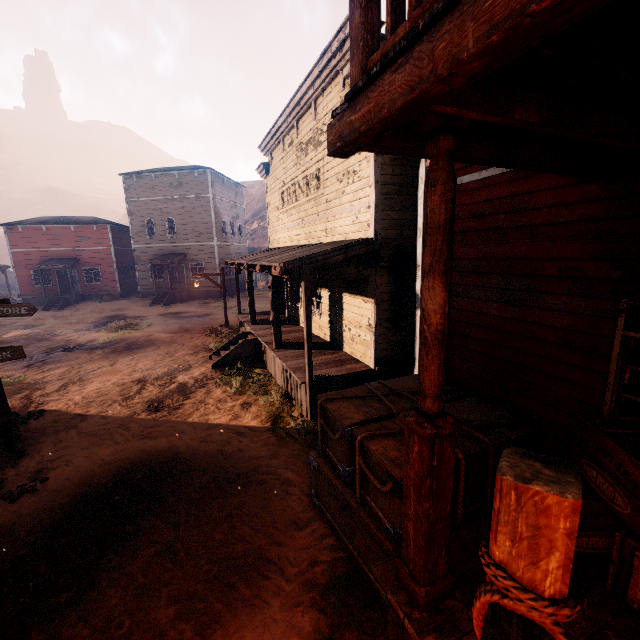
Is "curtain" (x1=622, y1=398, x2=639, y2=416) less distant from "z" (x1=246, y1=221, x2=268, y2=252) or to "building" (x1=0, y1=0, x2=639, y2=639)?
"building" (x1=0, y1=0, x2=639, y2=639)

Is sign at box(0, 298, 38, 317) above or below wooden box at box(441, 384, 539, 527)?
above

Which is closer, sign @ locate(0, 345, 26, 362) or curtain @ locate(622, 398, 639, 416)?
curtain @ locate(622, 398, 639, 416)

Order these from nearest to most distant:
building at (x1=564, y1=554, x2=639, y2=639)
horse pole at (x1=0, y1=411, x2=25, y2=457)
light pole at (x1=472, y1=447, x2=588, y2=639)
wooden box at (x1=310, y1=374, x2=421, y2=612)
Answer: light pole at (x1=472, y1=447, x2=588, y2=639), building at (x1=564, y1=554, x2=639, y2=639), wooden box at (x1=310, y1=374, x2=421, y2=612), horse pole at (x1=0, y1=411, x2=25, y2=457)

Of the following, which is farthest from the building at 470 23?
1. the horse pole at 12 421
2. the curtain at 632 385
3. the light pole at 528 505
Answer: the horse pole at 12 421

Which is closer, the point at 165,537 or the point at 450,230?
the point at 450,230

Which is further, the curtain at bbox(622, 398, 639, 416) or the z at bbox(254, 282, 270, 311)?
the z at bbox(254, 282, 270, 311)

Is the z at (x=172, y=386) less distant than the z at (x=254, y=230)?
Yes
